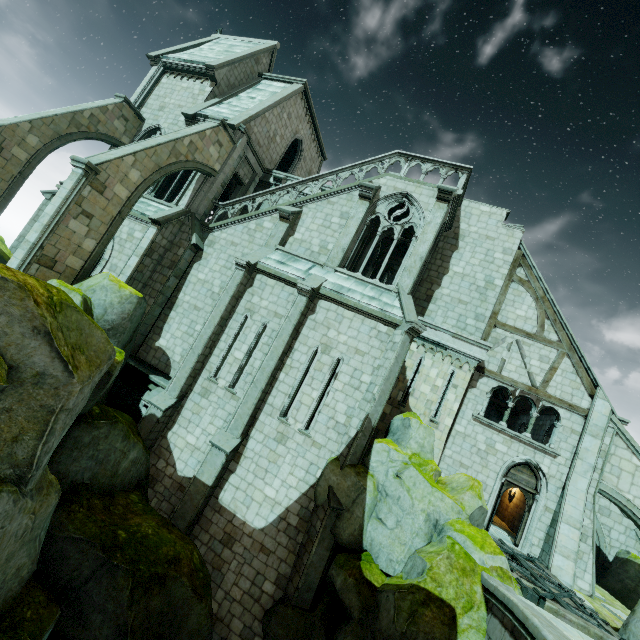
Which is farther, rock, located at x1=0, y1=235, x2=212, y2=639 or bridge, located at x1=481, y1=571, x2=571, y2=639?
rock, located at x1=0, y1=235, x2=212, y2=639

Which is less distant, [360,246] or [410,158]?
[410,158]

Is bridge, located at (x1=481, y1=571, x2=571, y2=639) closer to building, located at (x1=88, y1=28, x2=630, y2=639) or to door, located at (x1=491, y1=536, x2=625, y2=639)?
door, located at (x1=491, y1=536, x2=625, y2=639)

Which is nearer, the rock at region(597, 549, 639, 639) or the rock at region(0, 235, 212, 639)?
the rock at region(0, 235, 212, 639)

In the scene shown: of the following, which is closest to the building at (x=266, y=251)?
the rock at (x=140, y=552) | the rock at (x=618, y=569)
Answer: the rock at (x=140, y=552)

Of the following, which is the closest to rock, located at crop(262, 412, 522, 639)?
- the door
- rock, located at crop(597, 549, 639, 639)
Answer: the door

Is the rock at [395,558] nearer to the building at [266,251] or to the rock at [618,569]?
the building at [266,251]

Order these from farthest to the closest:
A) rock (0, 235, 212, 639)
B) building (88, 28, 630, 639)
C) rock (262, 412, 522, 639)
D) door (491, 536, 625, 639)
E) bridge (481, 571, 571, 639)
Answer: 1. building (88, 28, 630, 639)
2. door (491, 536, 625, 639)
3. rock (262, 412, 522, 639)
4. rock (0, 235, 212, 639)
5. bridge (481, 571, 571, 639)
